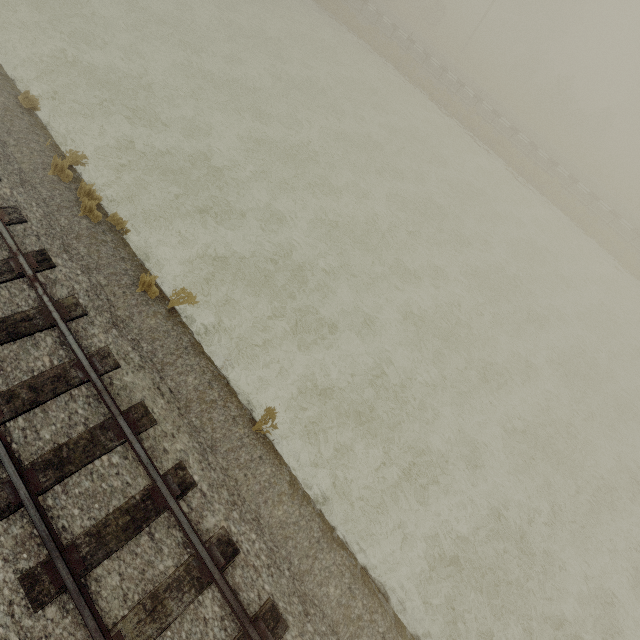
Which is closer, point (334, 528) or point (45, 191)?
point (334, 528)
